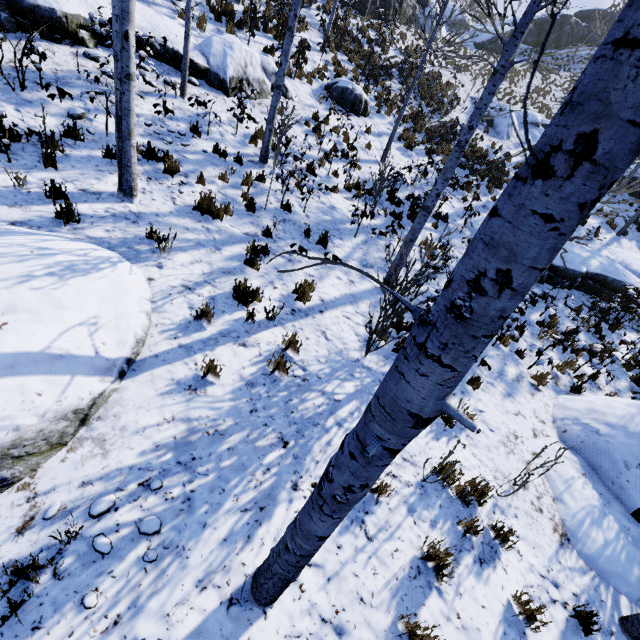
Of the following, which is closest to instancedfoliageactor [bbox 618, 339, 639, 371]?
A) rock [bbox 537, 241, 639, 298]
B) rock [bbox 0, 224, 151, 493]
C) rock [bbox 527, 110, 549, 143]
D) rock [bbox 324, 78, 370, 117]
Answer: rock [bbox 0, 224, 151, 493]

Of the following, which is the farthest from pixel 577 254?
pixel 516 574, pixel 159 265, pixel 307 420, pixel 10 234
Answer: pixel 10 234

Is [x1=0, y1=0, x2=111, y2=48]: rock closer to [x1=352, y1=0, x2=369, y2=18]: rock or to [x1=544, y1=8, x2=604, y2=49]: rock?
[x1=352, y1=0, x2=369, y2=18]: rock

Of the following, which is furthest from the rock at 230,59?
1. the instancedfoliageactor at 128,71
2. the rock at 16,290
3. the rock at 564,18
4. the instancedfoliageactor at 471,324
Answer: the rock at 564,18

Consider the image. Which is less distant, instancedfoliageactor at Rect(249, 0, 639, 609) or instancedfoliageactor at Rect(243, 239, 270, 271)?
instancedfoliageactor at Rect(249, 0, 639, 609)

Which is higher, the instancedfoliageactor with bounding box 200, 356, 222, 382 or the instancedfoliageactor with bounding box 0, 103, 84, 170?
the instancedfoliageactor with bounding box 0, 103, 84, 170

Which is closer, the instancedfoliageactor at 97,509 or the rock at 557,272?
the instancedfoliageactor at 97,509

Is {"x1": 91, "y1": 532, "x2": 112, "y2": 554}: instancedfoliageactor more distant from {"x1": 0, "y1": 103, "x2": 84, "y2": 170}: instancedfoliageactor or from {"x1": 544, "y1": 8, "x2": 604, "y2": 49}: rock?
{"x1": 544, "y1": 8, "x2": 604, "y2": 49}: rock
